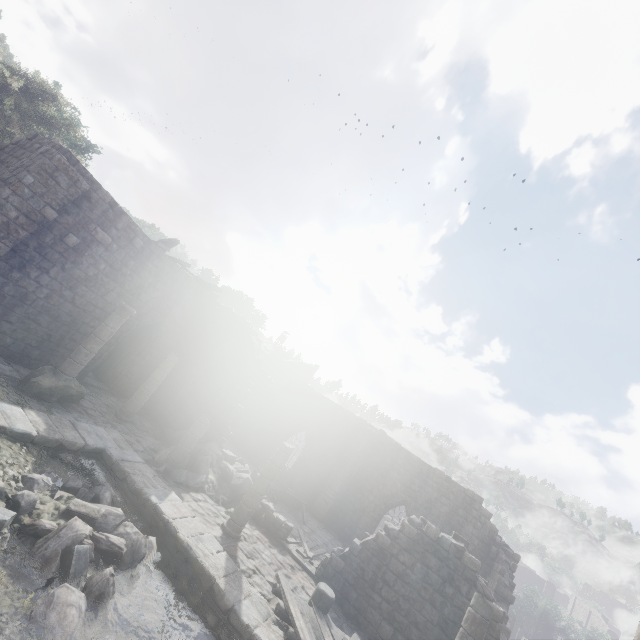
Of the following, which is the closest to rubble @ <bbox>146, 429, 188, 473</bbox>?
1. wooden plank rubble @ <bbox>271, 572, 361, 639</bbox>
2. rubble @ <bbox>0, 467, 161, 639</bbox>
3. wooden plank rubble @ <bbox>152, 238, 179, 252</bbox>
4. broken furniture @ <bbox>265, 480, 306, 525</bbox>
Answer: broken furniture @ <bbox>265, 480, 306, 525</bbox>

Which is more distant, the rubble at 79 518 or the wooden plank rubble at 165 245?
the wooden plank rubble at 165 245

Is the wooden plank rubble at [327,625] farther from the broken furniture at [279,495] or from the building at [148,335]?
the broken furniture at [279,495]

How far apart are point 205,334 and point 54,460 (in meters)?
10.58

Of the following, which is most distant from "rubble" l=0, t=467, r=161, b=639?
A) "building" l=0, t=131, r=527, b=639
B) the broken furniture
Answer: the broken furniture

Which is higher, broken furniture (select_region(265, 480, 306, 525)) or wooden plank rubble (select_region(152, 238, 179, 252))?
wooden plank rubble (select_region(152, 238, 179, 252))

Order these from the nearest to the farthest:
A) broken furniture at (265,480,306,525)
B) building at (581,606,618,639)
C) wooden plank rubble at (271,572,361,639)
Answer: wooden plank rubble at (271,572,361,639) → broken furniture at (265,480,306,525) → building at (581,606,618,639)

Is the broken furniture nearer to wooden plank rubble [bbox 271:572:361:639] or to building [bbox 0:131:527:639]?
building [bbox 0:131:527:639]
